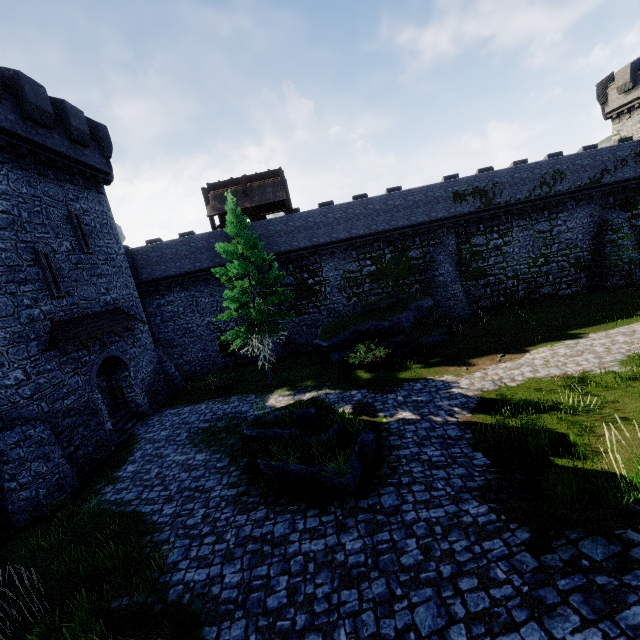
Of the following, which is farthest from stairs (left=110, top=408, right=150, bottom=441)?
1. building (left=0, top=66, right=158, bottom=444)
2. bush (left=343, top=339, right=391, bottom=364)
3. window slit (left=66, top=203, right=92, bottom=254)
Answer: bush (left=343, top=339, right=391, bottom=364)

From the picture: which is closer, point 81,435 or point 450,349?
point 81,435

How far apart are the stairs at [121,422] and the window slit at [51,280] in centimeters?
664cm

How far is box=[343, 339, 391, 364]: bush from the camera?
17.4m

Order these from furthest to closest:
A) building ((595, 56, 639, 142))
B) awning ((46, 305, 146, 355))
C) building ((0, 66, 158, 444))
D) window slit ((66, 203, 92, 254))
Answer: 1. building ((595, 56, 639, 142))
2. window slit ((66, 203, 92, 254))
3. awning ((46, 305, 146, 355))
4. building ((0, 66, 158, 444))

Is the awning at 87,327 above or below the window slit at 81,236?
below

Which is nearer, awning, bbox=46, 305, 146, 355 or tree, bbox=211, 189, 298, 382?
awning, bbox=46, 305, 146, 355

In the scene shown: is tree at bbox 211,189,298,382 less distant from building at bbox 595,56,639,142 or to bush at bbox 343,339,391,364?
bush at bbox 343,339,391,364
